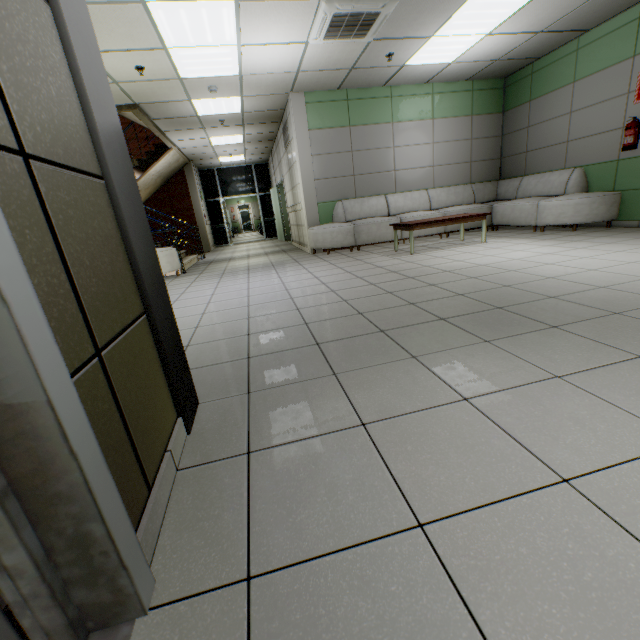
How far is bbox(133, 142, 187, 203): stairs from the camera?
9.19m

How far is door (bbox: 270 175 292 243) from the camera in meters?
11.0 m

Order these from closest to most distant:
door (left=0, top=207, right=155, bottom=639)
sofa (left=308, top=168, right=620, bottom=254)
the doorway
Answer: door (left=0, top=207, right=155, bottom=639) < sofa (left=308, top=168, right=620, bottom=254) < the doorway

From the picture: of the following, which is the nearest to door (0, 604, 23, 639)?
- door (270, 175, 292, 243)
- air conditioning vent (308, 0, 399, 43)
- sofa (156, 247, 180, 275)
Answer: air conditioning vent (308, 0, 399, 43)

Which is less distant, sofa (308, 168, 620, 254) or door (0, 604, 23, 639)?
door (0, 604, 23, 639)

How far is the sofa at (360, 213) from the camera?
5.7 meters

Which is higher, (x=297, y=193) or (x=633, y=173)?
(x=297, y=193)

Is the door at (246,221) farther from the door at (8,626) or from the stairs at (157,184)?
the door at (8,626)
